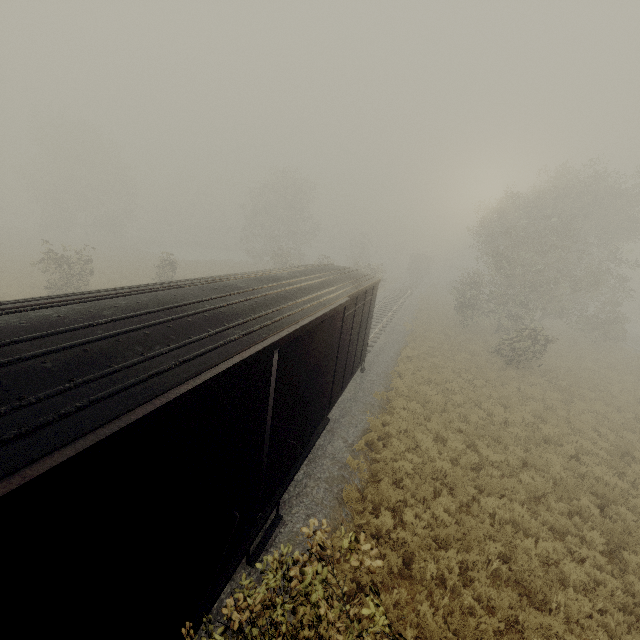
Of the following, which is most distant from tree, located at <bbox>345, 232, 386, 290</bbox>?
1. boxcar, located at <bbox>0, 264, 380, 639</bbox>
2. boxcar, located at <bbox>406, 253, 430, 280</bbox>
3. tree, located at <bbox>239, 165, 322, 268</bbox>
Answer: boxcar, located at <bbox>406, 253, 430, 280</bbox>

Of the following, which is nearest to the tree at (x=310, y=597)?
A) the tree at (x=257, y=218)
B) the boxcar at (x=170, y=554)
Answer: the boxcar at (x=170, y=554)

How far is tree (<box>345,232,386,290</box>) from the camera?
34.0m

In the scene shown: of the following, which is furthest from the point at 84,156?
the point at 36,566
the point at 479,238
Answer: the point at 36,566

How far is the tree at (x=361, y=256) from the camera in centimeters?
3403cm

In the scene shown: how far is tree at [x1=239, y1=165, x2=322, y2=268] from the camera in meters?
42.6

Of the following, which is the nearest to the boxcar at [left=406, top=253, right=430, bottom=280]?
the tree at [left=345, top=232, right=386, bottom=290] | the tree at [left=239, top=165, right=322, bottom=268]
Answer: the tree at [left=345, top=232, right=386, bottom=290]
